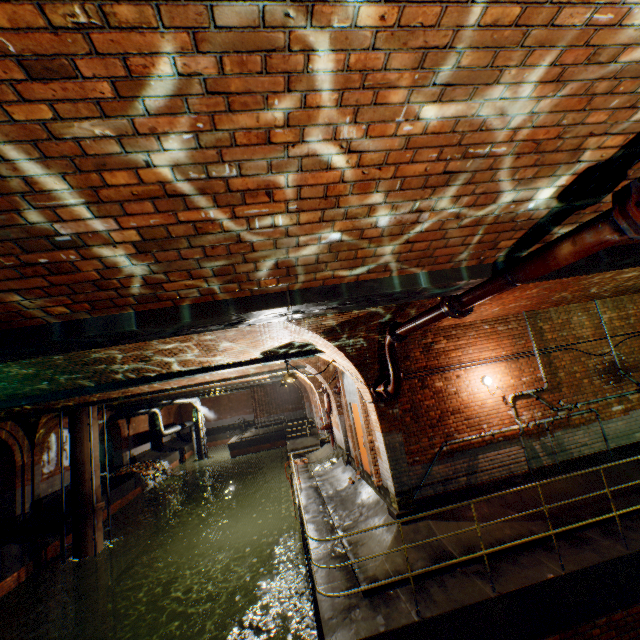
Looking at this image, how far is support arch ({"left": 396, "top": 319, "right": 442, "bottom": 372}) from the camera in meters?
6.9 m

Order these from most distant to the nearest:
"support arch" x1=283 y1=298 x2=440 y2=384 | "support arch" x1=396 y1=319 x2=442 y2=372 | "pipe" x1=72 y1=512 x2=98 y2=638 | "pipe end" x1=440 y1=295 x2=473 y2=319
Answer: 1. "pipe" x1=72 y1=512 x2=98 y2=638
2. "support arch" x1=396 y1=319 x2=442 y2=372
3. "support arch" x1=283 y1=298 x2=440 y2=384
4. "pipe end" x1=440 y1=295 x2=473 y2=319

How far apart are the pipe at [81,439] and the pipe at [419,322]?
13.8m

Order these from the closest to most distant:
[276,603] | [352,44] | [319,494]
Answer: [352,44]
[319,494]
[276,603]

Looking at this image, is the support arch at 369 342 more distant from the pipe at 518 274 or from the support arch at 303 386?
the support arch at 303 386

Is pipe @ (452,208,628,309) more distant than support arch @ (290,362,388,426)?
No

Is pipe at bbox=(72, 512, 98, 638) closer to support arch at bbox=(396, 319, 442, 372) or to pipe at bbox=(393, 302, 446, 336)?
support arch at bbox=(396, 319, 442, 372)

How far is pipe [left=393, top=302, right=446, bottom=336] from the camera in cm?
412
